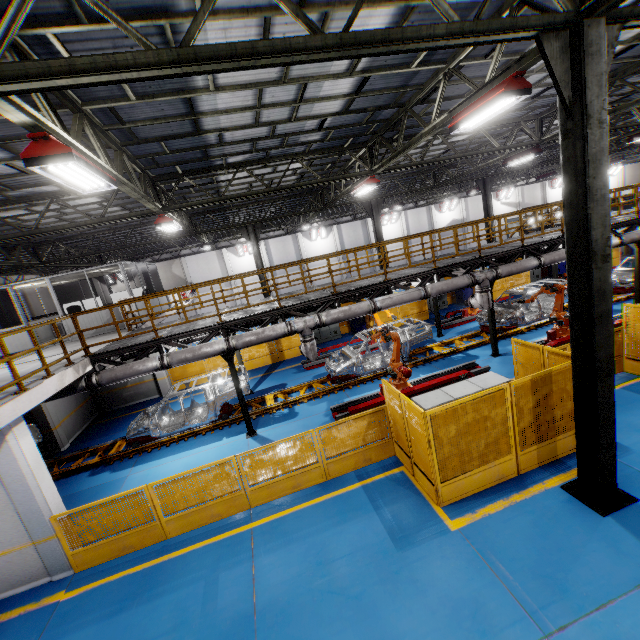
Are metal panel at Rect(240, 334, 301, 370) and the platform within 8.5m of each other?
yes

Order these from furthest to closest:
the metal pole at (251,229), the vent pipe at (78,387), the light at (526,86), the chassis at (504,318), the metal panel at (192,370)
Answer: the metal pole at (251,229)
the metal panel at (192,370)
the chassis at (504,318)
the vent pipe at (78,387)
the light at (526,86)

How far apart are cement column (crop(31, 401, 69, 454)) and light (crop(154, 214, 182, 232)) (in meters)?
7.82

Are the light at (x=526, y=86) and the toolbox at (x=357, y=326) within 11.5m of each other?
no

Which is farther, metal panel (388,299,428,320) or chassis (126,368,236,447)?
metal panel (388,299,428,320)

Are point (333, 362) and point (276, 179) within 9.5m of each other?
yes

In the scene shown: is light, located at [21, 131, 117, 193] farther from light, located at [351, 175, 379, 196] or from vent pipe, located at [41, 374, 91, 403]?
light, located at [351, 175, 379, 196]

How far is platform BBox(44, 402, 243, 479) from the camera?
11.5 meters
